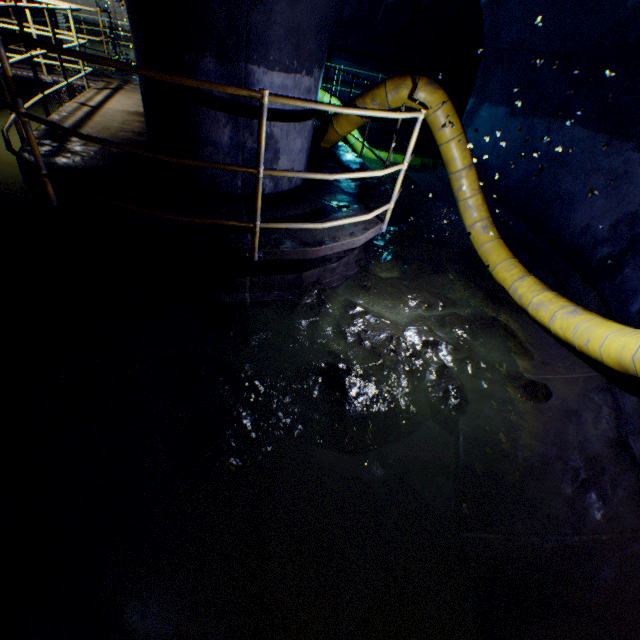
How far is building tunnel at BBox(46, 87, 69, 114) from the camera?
8.5m

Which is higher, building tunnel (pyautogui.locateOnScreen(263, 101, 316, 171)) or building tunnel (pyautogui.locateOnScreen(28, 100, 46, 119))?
building tunnel (pyautogui.locateOnScreen(263, 101, 316, 171))

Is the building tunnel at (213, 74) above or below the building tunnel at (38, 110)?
above

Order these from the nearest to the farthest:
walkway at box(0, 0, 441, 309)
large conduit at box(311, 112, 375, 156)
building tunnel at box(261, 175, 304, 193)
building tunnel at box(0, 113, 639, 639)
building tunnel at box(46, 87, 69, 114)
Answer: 1. building tunnel at box(0, 113, 639, 639)
2. walkway at box(0, 0, 441, 309)
3. building tunnel at box(261, 175, 304, 193)
4. large conduit at box(311, 112, 375, 156)
5. building tunnel at box(46, 87, 69, 114)

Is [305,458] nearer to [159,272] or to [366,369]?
[366,369]

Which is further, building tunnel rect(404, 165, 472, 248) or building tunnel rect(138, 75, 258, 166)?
building tunnel rect(404, 165, 472, 248)

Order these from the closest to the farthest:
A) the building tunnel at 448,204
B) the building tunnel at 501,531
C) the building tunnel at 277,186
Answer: the building tunnel at 501,531 → the building tunnel at 277,186 → the building tunnel at 448,204

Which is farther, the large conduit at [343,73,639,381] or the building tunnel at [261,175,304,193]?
the building tunnel at [261,175,304,193]
